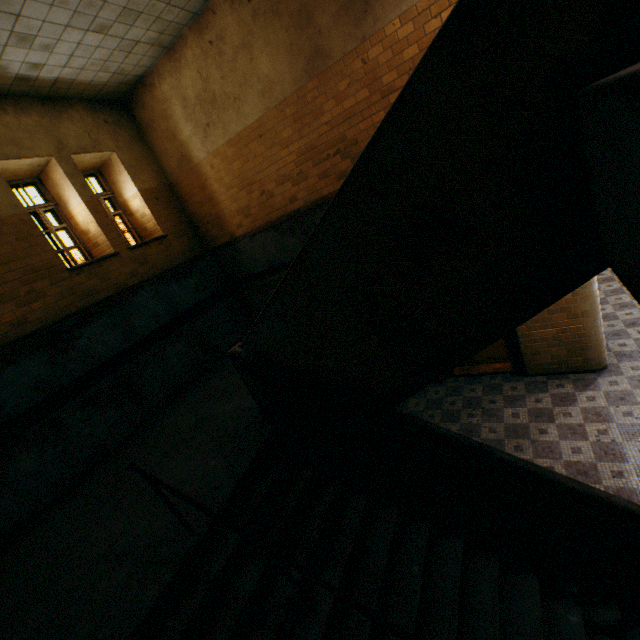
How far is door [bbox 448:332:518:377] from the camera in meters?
6.9 m

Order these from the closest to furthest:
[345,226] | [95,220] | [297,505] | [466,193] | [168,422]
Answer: [466,193], [345,226], [297,505], [168,422], [95,220]

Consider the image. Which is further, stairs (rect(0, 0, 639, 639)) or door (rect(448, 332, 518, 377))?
door (rect(448, 332, 518, 377))

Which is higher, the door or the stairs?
the stairs

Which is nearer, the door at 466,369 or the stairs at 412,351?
the stairs at 412,351

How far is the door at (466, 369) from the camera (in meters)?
6.94
